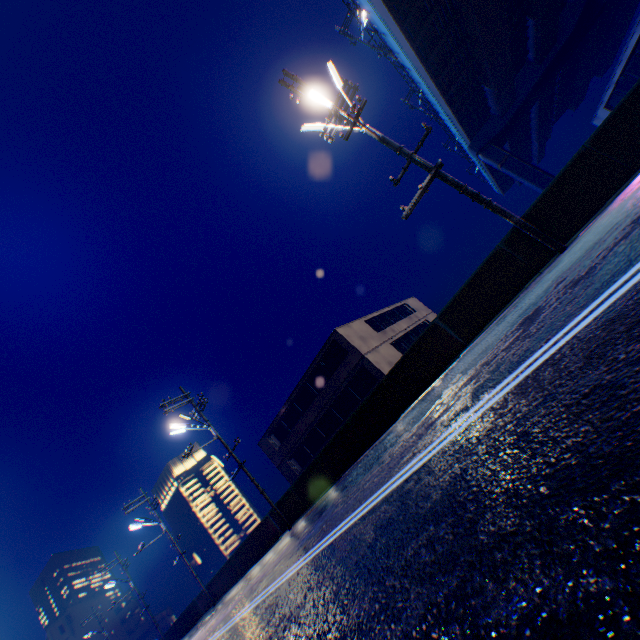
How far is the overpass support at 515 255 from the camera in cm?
887

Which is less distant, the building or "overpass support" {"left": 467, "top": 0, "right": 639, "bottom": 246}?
"overpass support" {"left": 467, "top": 0, "right": 639, "bottom": 246}

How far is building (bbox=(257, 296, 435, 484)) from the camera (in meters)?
24.72

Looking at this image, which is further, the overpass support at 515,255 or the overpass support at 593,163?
the overpass support at 515,255

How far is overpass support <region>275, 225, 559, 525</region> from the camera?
8.9 meters

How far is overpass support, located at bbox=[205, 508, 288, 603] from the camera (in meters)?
17.03

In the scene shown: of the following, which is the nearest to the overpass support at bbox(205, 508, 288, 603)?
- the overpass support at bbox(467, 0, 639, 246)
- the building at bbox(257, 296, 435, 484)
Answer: the overpass support at bbox(467, 0, 639, 246)

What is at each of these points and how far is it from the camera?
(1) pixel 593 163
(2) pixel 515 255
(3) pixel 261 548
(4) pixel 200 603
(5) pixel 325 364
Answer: (1) overpass support, 7.7m
(2) overpass support, 8.9m
(3) overpass support, 18.1m
(4) overpass support, 23.6m
(5) building, 26.8m
